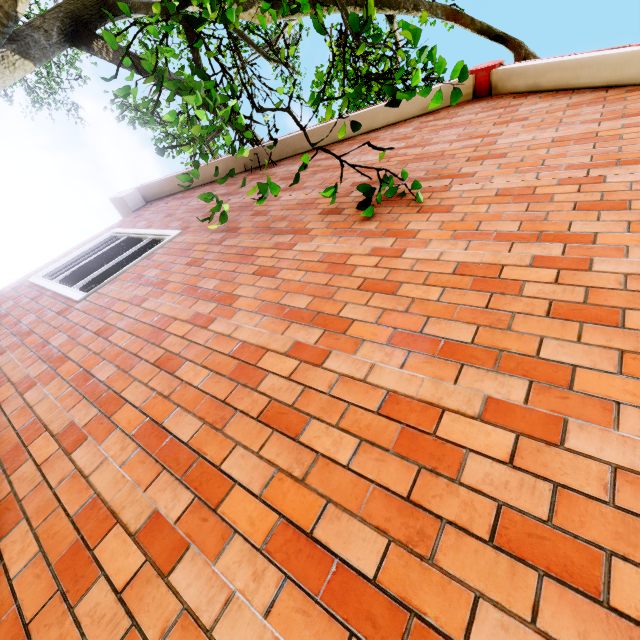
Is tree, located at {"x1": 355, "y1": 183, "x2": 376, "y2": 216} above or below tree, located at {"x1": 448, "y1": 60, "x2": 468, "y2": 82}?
below

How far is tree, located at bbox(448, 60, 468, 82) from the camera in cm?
228

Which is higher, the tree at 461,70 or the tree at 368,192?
the tree at 461,70

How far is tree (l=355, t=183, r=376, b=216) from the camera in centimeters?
271cm

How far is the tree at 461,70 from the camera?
2.3m

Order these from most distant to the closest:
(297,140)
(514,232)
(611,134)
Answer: (297,140), (611,134), (514,232)
